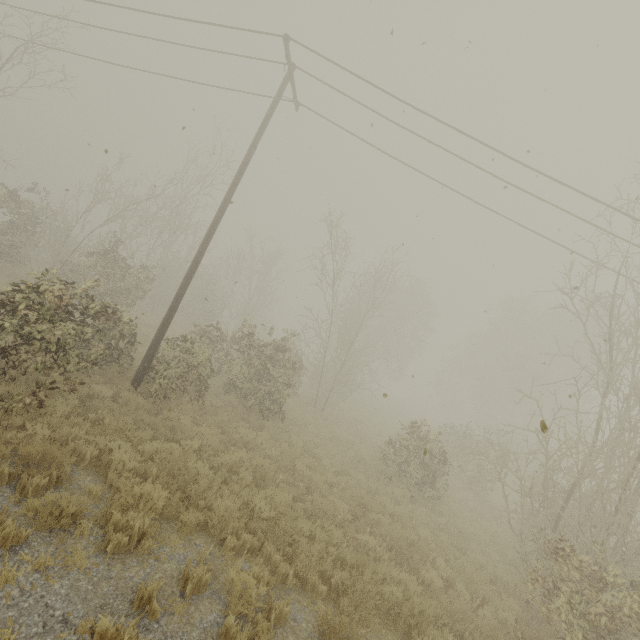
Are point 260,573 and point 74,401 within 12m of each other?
yes
